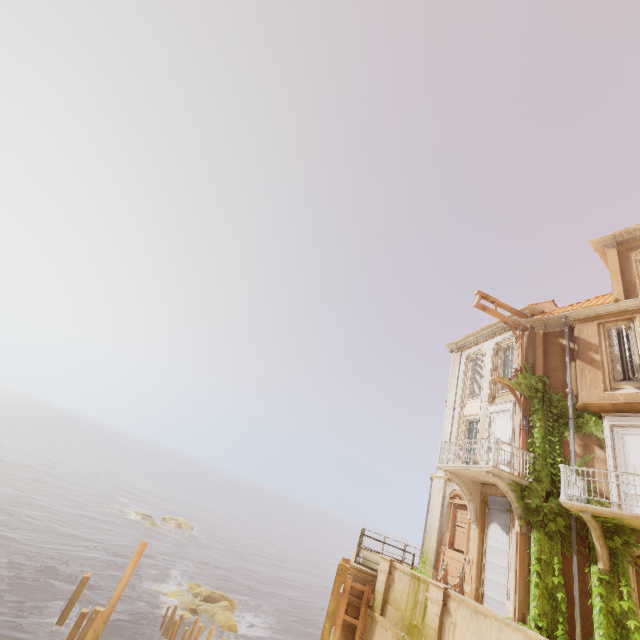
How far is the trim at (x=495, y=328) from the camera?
17.9 meters

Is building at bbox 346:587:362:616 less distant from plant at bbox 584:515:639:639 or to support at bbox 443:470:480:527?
plant at bbox 584:515:639:639

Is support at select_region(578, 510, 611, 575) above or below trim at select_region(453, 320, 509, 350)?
below

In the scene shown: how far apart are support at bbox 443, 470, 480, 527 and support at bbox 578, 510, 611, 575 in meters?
4.6

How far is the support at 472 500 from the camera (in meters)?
14.20

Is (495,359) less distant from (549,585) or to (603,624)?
(549,585)

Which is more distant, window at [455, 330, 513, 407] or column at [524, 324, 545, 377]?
window at [455, 330, 513, 407]

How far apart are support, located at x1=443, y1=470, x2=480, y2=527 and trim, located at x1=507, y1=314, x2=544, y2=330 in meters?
7.8
